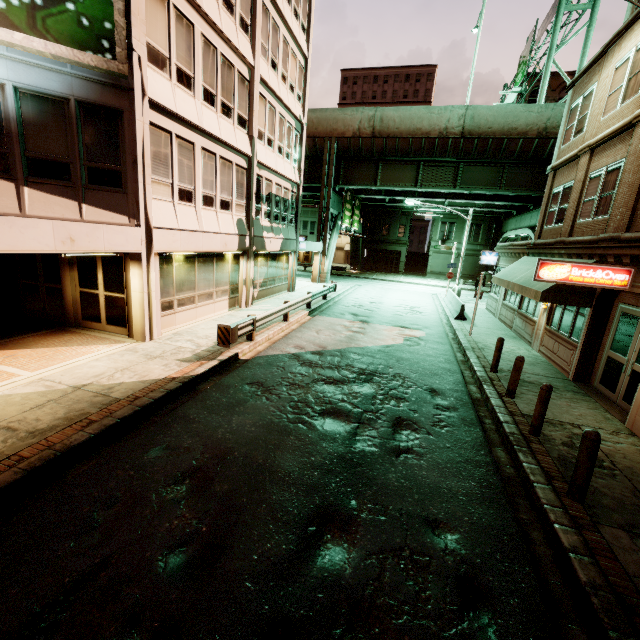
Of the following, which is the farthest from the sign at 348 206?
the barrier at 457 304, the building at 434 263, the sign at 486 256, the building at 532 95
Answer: the building at 532 95

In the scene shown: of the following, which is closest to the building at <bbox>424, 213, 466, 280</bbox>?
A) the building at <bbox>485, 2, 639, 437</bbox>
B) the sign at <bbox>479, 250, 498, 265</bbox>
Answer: the building at <bbox>485, 2, 639, 437</bbox>

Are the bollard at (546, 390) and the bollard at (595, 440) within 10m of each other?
yes

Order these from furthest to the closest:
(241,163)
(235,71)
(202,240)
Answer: (241,163)
(235,71)
(202,240)

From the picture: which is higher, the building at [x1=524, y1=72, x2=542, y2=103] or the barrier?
→ the building at [x1=524, y1=72, x2=542, y2=103]

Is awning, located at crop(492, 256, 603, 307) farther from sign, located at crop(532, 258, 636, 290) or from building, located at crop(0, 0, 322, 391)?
building, located at crop(0, 0, 322, 391)

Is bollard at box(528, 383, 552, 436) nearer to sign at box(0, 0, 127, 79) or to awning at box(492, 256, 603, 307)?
awning at box(492, 256, 603, 307)

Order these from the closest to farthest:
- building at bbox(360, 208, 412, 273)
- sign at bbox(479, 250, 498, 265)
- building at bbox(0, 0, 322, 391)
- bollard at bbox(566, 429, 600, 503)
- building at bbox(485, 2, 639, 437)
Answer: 1. bollard at bbox(566, 429, 600, 503)
2. building at bbox(0, 0, 322, 391)
3. building at bbox(485, 2, 639, 437)
4. sign at bbox(479, 250, 498, 265)
5. building at bbox(360, 208, 412, 273)
